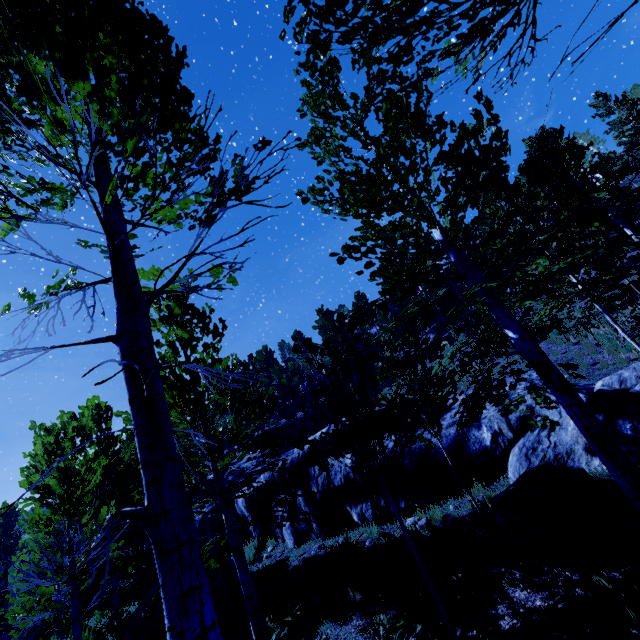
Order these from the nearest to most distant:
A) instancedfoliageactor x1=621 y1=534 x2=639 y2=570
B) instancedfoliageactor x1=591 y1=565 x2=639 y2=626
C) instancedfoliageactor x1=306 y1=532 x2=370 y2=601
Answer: instancedfoliageactor x1=591 y1=565 x2=639 y2=626, instancedfoliageactor x1=621 y1=534 x2=639 y2=570, instancedfoliageactor x1=306 y1=532 x2=370 y2=601

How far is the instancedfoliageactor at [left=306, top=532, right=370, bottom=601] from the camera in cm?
739

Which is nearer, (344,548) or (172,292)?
(172,292)

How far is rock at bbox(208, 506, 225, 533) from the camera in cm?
1453

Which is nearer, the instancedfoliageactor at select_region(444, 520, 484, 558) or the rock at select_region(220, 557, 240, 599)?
the instancedfoliageactor at select_region(444, 520, 484, 558)

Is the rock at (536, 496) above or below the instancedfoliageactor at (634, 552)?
above

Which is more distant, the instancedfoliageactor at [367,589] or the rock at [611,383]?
the instancedfoliageactor at [367,589]
